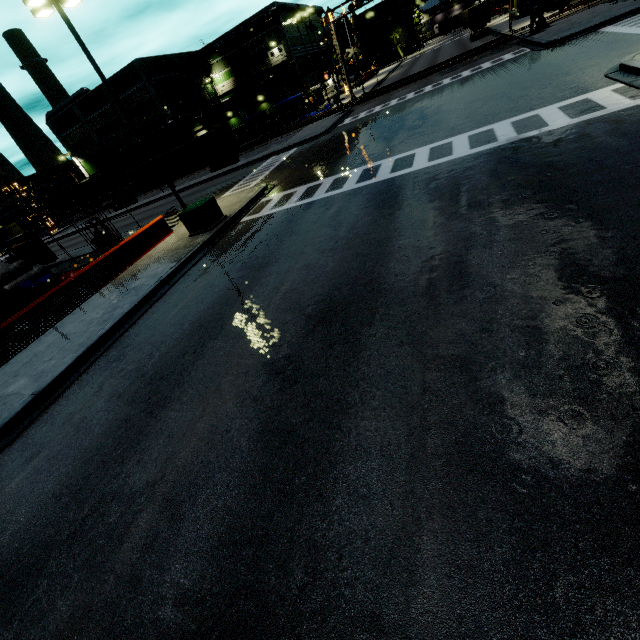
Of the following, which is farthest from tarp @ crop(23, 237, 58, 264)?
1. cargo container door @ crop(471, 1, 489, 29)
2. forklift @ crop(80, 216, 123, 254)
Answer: cargo container door @ crop(471, 1, 489, 29)

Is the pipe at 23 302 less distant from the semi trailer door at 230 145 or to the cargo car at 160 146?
the semi trailer door at 230 145

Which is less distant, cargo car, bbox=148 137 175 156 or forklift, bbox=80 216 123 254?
forklift, bbox=80 216 123 254

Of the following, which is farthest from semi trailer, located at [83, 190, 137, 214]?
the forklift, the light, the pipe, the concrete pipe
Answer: the concrete pipe

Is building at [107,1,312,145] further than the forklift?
Yes

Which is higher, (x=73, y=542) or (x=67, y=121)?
(x=67, y=121)

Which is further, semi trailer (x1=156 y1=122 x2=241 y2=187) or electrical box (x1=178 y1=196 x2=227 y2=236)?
semi trailer (x1=156 y1=122 x2=241 y2=187)

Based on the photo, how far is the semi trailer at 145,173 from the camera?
38.4 meters
